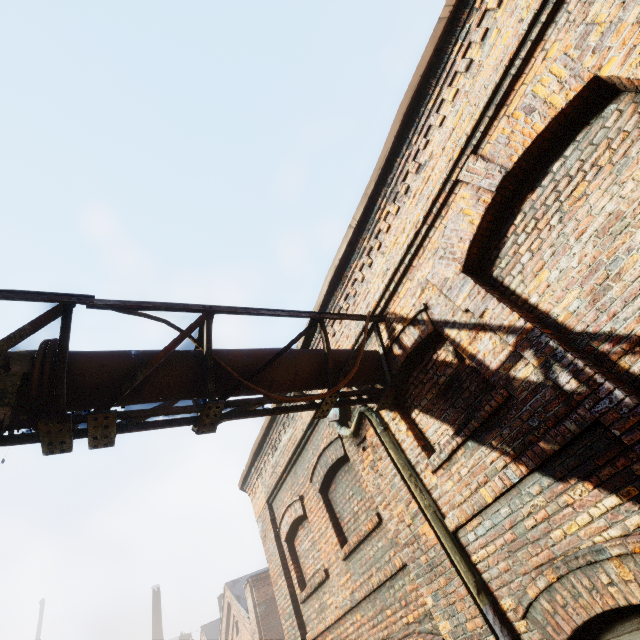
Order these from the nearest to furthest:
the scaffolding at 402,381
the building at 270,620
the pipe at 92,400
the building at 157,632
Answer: the pipe at 92,400 → the scaffolding at 402,381 → the building at 270,620 → the building at 157,632

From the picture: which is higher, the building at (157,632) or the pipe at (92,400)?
the building at (157,632)

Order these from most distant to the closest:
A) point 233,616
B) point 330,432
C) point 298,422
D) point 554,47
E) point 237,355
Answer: point 233,616, point 298,422, point 330,432, point 237,355, point 554,47

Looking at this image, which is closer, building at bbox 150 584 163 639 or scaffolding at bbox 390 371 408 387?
scaffolding at bbox 390 371 408 387

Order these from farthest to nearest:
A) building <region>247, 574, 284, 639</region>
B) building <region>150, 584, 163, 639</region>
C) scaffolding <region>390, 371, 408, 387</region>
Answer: building <region>150, 584, 163, 639</region>
building <region>247, 574, 284, 639</region>
scaffolding <region>390, 371, 408, 387</region>

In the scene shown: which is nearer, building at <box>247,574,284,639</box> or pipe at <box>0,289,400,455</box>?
pipe at <box>0,289,400,455</box>

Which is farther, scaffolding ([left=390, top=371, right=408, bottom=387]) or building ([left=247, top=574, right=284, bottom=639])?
building ([left=247, top=574, right=284, bottom=639])

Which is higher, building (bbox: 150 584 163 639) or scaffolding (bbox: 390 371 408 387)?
building (bbox: 150 584 163 639)
